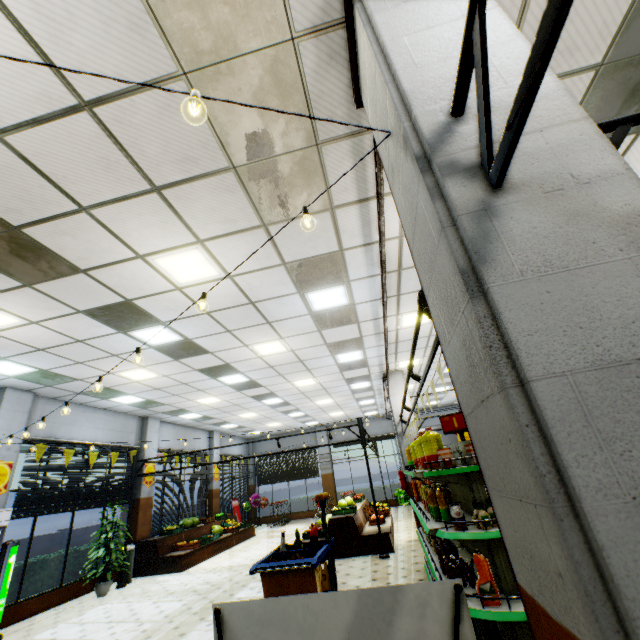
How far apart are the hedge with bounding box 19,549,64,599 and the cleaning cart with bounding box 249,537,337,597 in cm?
738

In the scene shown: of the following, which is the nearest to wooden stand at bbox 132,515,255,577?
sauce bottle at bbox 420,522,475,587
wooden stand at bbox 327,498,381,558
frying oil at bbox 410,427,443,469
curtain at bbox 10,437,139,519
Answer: curtain at bbox 10,437,139,519

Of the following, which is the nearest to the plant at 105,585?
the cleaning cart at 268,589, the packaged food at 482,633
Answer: the cleaning cart at 268,589

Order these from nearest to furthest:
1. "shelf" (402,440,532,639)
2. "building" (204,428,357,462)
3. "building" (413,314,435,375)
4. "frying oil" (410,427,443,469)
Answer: "shelf" (402,440,532,639)
"frying oil" (410,427,443,469)
"building" (413,314,435,375)
"building" (204,428,357,462)

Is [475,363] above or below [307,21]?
below

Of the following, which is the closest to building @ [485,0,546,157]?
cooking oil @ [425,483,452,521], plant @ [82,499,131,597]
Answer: plant @ [82,499,131,597]

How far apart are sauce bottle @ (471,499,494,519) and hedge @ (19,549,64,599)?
10.2m

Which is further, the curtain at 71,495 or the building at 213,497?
the building at 213,497
